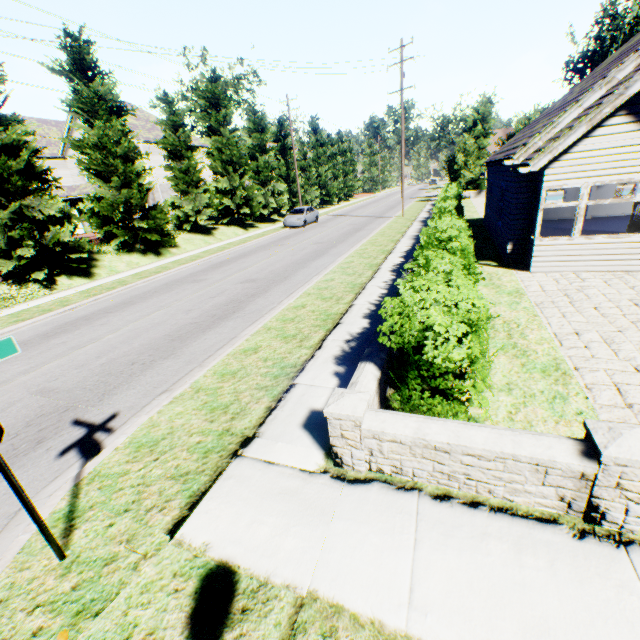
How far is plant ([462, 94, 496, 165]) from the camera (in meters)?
36.25

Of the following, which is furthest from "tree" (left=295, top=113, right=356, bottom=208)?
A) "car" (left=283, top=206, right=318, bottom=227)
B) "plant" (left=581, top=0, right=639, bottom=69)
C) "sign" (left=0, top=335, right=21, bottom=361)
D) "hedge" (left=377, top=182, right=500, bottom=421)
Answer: "hedge" (left=377, top=182, right=500, bottom=421)

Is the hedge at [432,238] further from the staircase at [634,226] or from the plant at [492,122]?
the plant at [492,122]

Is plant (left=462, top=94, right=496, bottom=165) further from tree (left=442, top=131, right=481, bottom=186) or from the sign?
the sign

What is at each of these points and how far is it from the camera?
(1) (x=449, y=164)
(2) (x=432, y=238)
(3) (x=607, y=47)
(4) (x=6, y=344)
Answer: (1) tree, 35.6m
(2) hedge, 7.4m
(3) plant, 53.2m
(4) sign, 2.8m

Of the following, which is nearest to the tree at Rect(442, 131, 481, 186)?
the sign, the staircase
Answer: the sign

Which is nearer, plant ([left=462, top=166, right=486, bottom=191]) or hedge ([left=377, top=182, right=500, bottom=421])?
hedge ([left=377, top=182, right=500, bottom=421])

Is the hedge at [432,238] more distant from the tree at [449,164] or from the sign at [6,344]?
the tree at [449,164]
